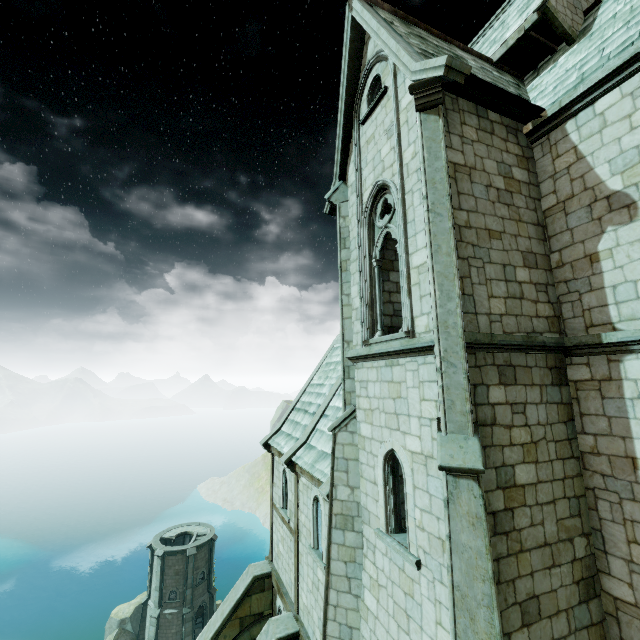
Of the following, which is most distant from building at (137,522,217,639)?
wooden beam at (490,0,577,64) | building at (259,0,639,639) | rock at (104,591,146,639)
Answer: wooden beam at (490,0,577,64)

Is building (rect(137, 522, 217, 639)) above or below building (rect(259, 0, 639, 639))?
below

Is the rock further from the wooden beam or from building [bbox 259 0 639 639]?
the wooden beam

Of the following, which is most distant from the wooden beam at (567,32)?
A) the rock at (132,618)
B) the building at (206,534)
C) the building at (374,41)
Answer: the rock at (132,618)

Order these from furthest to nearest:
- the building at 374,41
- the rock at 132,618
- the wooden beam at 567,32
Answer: the rock at 132,618, the wooden beam at 567,32, the building at 374,41

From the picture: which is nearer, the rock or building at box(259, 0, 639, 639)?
building at box(259, 0, 639, 639)

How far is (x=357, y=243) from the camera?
9.1 meters

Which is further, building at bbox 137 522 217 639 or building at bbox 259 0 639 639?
building at bbox 137 522 217 639
